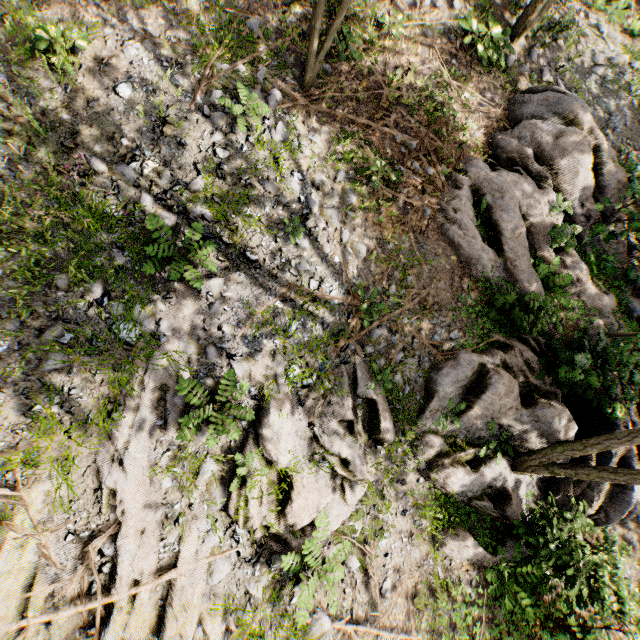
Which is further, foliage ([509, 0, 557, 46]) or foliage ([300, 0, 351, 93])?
foliage ([509, 0, 557, 46])

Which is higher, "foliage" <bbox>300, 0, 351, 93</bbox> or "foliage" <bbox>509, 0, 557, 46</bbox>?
"foliage" <bbox>509, 0, 557, 46</bbox>

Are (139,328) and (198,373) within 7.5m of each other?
yes

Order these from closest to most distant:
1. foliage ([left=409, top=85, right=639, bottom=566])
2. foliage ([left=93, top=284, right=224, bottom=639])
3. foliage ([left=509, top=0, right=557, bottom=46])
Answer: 1. foliage ([left=93, top=284, right=224, bottom=639])
2. foliage ([left=409, top=85, right=639, bottom=566])
3. foliage ([left=509, top=0, right=557, bottom=46])

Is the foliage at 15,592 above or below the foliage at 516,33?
below

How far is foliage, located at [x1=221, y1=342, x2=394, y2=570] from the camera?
5.7m

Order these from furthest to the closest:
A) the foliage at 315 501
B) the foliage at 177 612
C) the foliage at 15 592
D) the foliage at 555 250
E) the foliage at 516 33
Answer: the foliage at 516 33 < the foliage at 555 250 < the foliage at 315 501 < the foliage at 177 612 < the foliage at 15 592
